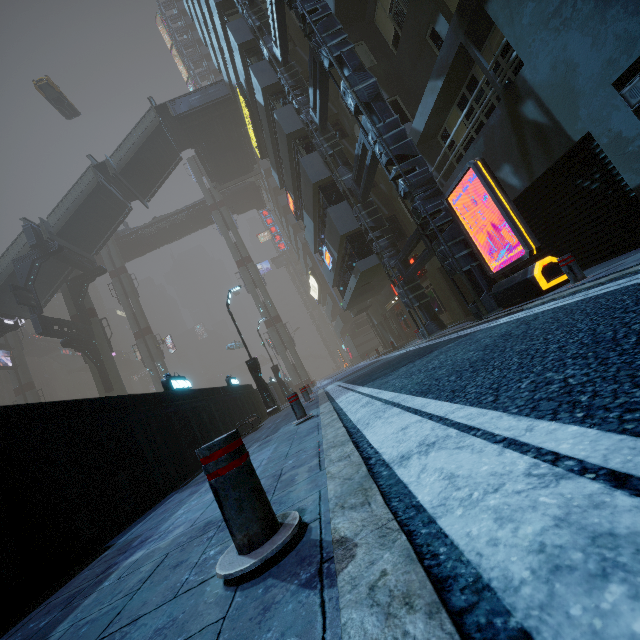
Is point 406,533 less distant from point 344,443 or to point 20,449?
point 344,443

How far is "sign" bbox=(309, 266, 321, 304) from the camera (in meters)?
41.94

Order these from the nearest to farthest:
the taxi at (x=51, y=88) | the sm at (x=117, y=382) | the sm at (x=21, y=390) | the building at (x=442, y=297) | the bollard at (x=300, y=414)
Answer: the bollard at (x=300, y=414) → the building at (x=442, y=297) → the sm at (x=117, y=382) → the taxi at (x=51, y=88) → the sm at (x=21, y=390)

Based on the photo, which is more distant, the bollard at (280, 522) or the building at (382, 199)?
the building at (382, 199)

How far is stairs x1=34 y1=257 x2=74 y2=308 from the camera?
27.72m

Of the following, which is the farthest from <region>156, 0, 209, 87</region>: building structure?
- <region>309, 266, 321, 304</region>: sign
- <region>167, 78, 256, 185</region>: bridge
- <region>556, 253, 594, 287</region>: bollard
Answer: <region>556, 253, 594, 287</region>: bollard

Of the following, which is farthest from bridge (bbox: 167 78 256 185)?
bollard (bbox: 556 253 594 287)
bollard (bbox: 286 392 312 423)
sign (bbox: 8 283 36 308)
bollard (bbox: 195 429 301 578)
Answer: bollard (bbox: 195 429 301 578)

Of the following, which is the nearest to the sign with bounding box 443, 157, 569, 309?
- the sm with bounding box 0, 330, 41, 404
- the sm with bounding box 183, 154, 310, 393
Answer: the sm with bounding box 183, 154, 310, 393
